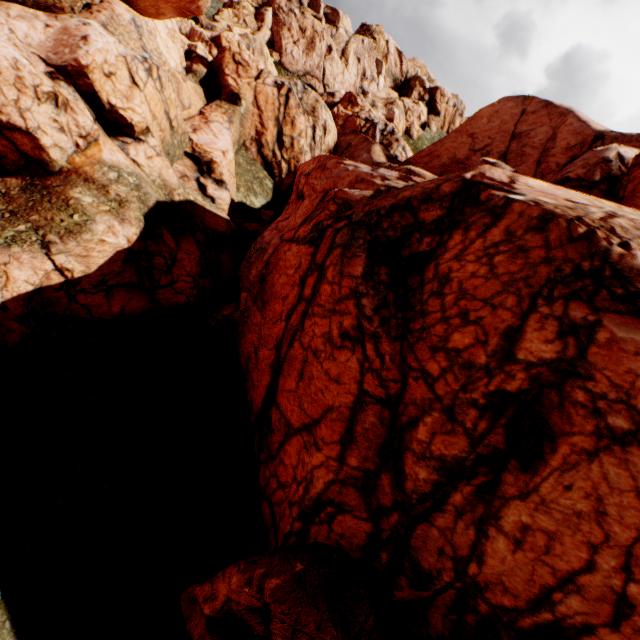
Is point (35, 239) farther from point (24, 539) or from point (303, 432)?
point (303, 432)
